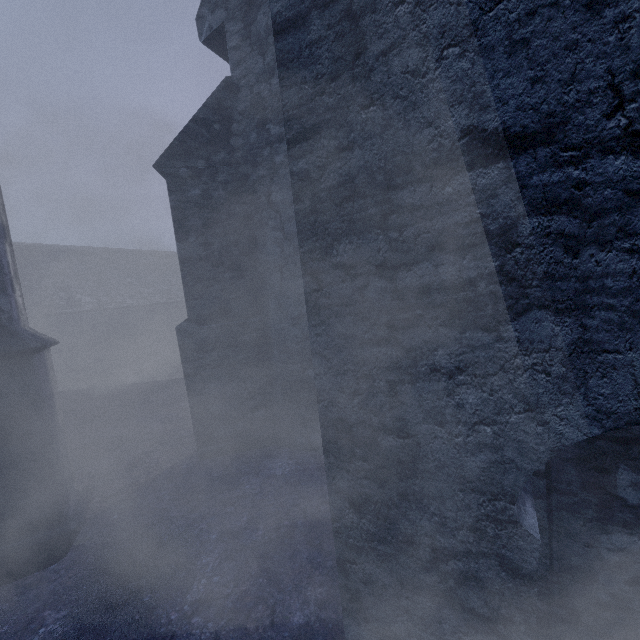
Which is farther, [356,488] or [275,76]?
[275,76]
